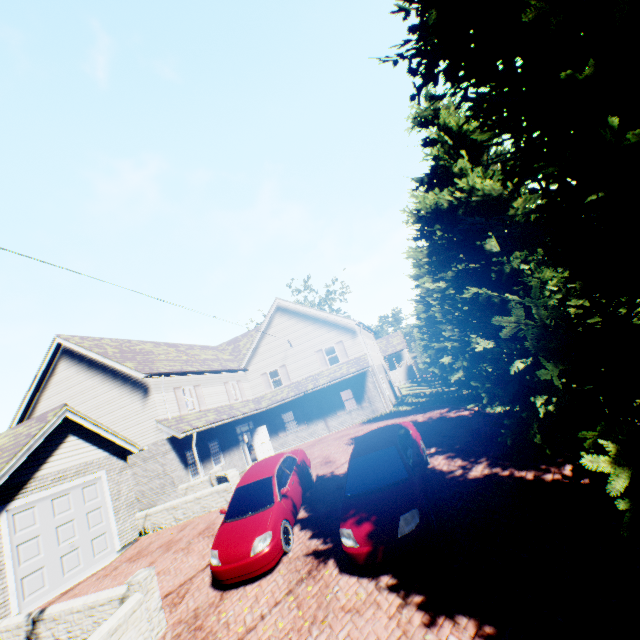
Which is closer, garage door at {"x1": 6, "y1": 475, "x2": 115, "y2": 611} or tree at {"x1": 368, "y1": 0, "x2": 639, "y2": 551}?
tree at {"x1": 368, "y1": 0, "x2": 639, "y2": 551}

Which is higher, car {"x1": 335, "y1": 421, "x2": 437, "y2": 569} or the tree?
the tree

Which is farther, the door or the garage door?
the door

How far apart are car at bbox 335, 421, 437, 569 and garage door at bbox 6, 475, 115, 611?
10.0 meters

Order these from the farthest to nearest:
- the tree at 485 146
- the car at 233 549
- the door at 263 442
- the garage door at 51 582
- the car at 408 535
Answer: the door at 263 442, the garage door at 51 582, the car at 233 549, the car at 408 535, the tree at 485 146

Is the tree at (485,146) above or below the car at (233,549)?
above

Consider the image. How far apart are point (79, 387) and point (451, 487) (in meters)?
20.09

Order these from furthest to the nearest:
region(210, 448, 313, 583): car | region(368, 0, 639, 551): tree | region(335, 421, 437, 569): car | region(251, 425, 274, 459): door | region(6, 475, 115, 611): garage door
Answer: region(251, 425, 274, 459): door, region(6, 475, 115, 611): garage door, region(210, 448, 313, 583): car, region(335, 421, 437, 569): car, region(368, 0, 639, 551): tree
